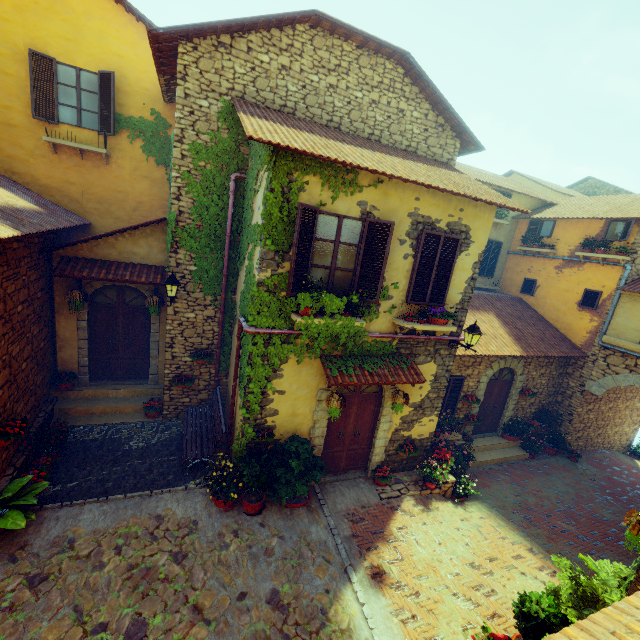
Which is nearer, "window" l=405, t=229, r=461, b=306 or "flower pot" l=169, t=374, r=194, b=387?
"window" l=405, t=229, r=461, b=306

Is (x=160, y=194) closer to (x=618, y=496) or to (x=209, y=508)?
(x=209, y=508)

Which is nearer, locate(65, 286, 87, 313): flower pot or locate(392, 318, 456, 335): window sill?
locate(392, 318, 456, 335): window sill

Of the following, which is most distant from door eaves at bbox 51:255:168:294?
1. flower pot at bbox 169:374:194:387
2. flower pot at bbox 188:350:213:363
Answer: flower pot at bbox 169:374:194:387

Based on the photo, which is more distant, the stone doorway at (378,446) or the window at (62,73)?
the window at (62,73)

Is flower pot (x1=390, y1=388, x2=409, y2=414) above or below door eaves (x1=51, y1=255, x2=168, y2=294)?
below

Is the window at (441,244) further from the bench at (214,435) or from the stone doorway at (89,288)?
the stone doorway at (89,288)

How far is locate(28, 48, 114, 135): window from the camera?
8.8 meters
